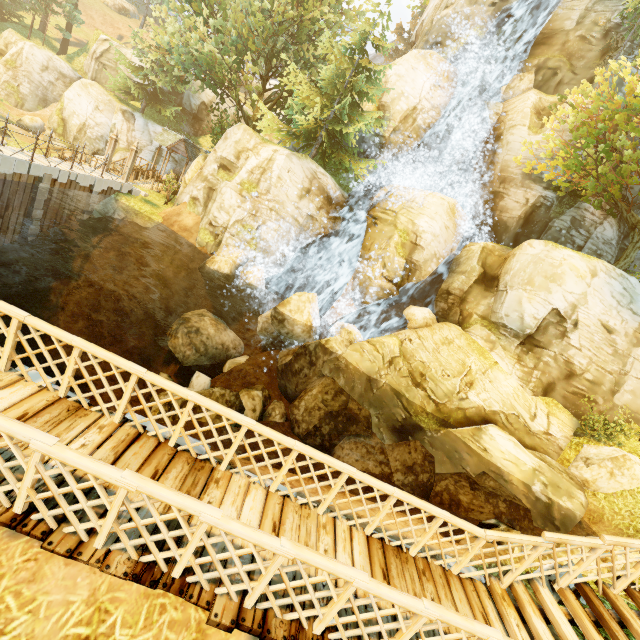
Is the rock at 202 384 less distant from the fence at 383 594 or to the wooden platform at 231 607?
the fence at 383 594

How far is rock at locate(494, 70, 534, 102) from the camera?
20.6m

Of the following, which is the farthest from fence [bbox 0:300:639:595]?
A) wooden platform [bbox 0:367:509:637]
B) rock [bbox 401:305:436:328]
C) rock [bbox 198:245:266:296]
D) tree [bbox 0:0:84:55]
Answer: rock [bbox 401:305:436:328]

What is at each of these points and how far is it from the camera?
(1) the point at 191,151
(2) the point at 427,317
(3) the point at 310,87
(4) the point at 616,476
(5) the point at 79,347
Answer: (1) building, 29.2 meters
(2) rock, 18.3 meters
(3) tree, 23.2 meters
(4) rock, 12.4 meters
(5) fence, 4.4 meters

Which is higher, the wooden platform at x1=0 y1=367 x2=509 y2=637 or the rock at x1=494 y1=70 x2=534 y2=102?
the rock at x1=494 y1=70 x2=534 y2=102

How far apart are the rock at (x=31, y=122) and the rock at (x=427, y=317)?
42.0m

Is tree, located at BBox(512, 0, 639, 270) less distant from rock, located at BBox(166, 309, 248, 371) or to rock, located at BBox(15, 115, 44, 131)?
rock, located at BBox(15, 115, 44, 131)

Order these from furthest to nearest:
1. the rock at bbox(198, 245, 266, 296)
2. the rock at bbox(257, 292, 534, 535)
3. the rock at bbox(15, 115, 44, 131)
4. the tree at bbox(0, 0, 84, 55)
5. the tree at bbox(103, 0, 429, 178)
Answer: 1. the tree at bbox(0, 0, 84, 55)
2. the rock at bbox(15, 115, 44, 131)
3. the tree at bbox(103, 0, 429, 178)
4. the rock at bbox(198, 245, 266, 296)
5. the rock at bbox(257, 292, 534, 535)
